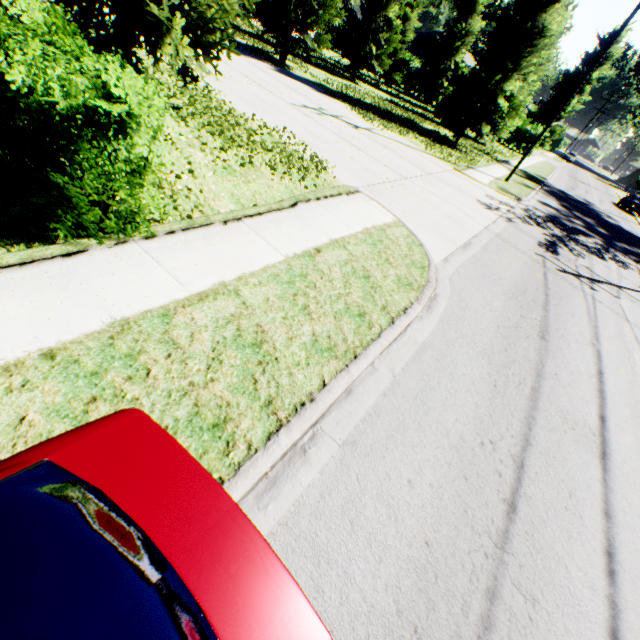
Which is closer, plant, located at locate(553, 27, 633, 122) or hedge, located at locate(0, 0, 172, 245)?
hedge, located at locate(0, 0, 172, 245)

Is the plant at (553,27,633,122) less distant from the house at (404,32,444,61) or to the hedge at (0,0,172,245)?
the house at (404,32,444,61)

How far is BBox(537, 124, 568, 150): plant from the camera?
55.7m

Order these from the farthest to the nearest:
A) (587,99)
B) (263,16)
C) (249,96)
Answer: (587,99)
(263,16)
(249,96)

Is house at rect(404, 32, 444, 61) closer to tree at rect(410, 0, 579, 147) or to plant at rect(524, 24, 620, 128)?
plant at rect(524, 24, 620, 128)

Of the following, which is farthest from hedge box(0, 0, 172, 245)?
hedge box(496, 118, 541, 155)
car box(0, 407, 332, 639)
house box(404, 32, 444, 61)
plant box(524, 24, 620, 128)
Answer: plant box(524, 24, 620, 128)

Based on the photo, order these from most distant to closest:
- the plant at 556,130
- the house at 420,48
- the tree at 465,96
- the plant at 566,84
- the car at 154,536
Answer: the plant at 556,130
the plant at 566,84
the house at 420,48
the tree at 465,96
the car at 154,536

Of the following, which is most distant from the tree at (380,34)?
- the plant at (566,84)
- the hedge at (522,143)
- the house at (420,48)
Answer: the plant at (566,84)
